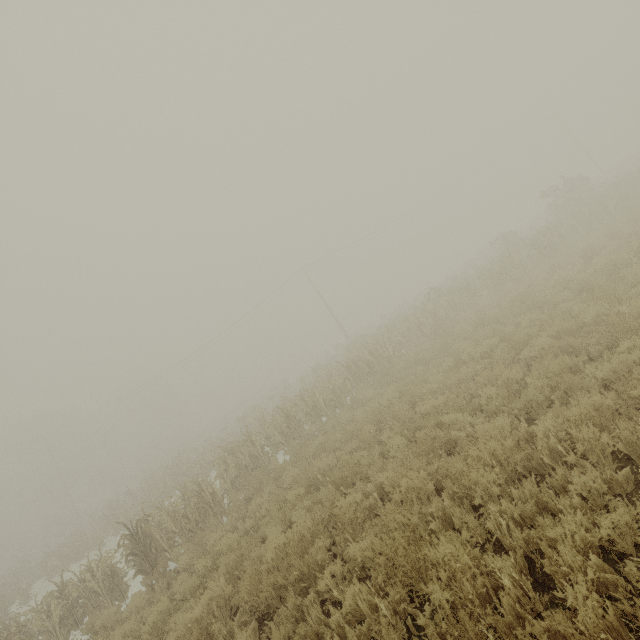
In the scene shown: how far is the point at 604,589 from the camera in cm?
285
